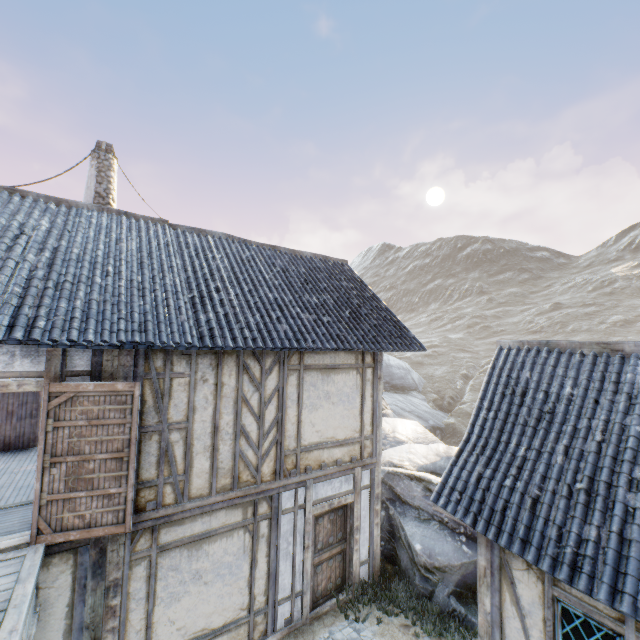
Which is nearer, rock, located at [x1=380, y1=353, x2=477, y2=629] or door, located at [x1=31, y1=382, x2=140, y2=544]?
door, located at [x1=31, y1=382, x2=140, y2=544]

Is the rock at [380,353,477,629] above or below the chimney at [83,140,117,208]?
below

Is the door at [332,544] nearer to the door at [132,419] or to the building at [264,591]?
the building at [264,591]

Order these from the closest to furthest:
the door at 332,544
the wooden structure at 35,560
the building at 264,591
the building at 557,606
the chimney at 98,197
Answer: the wooden structure at 35,560 → the building at 557,606 → the building at 264,591 → the door at 332,544 → the chimney at 98,197

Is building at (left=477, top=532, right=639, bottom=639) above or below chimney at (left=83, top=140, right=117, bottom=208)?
below

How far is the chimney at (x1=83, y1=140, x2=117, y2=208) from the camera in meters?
10.1 m

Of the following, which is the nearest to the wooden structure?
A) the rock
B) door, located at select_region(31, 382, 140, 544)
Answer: door, located at select_region(31, 382, 140, 544)

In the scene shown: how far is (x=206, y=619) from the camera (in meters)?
5.71
